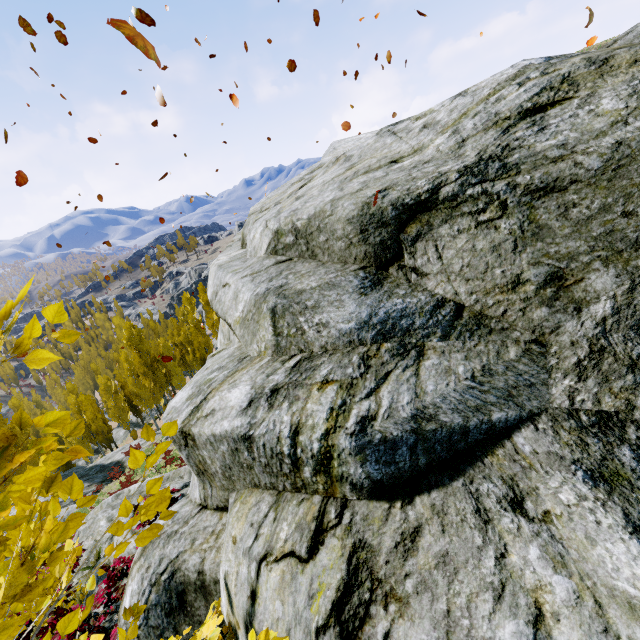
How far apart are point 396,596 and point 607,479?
1.19m

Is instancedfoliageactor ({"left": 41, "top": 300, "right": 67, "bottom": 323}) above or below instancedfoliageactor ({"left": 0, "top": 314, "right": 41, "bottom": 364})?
above

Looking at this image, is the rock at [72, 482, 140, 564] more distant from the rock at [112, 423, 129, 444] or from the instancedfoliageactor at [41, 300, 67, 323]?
the rock at [112, 423, 129, 444]

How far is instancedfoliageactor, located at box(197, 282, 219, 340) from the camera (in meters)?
44.00

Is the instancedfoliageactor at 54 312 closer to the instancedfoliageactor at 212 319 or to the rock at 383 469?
the rock at 383 469

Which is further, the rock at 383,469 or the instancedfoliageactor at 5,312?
the rock at 383,469

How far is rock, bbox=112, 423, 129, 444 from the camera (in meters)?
45.59
